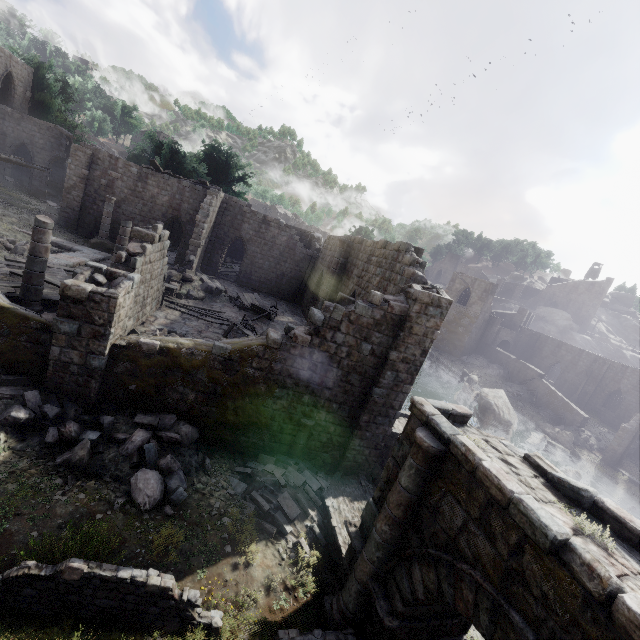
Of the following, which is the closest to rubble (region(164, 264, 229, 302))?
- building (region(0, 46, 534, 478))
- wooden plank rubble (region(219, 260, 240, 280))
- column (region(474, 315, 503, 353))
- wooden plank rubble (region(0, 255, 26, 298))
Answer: building (region(0, 46, 534, 478))

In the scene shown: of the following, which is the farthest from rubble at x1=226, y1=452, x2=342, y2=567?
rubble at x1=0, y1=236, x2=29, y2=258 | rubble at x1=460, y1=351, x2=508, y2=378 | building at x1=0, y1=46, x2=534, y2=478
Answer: rubble at x1=460, y1=351, x2=508, y2=378

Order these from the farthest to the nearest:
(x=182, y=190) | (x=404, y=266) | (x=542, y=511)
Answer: (x=182, y=190)
(x=404, y=266)
(x=542, y=511)

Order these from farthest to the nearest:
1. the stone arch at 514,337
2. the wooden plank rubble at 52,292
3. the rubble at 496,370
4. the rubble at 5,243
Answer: the stone arch at 514,337
the rubble at 496,370
the rubble at 5,243
the wooden plank rubble at 52,292

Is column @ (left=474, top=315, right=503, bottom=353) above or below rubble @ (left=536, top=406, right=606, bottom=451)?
above

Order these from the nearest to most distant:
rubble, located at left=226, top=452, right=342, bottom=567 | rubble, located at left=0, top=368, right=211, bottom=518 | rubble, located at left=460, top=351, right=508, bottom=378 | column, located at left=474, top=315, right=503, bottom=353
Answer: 1. rubble, located at left=0, top=368, right=211, bottom=518
2. rubble, located at left=226, top=452, right=342, bottom=567
3. rubble, located at left=460, top=351, right=508, bottom=378
4. column, located at left=474, top=315, right=503, bottom=353

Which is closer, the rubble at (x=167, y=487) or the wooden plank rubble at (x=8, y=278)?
the rubble at (x=167, y=487)

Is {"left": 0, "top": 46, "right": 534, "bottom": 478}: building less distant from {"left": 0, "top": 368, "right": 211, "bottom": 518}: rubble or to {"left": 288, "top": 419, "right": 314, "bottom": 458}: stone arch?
{"left": 0, "top": 368, "right": 211, "bottom": 518}: rubble
